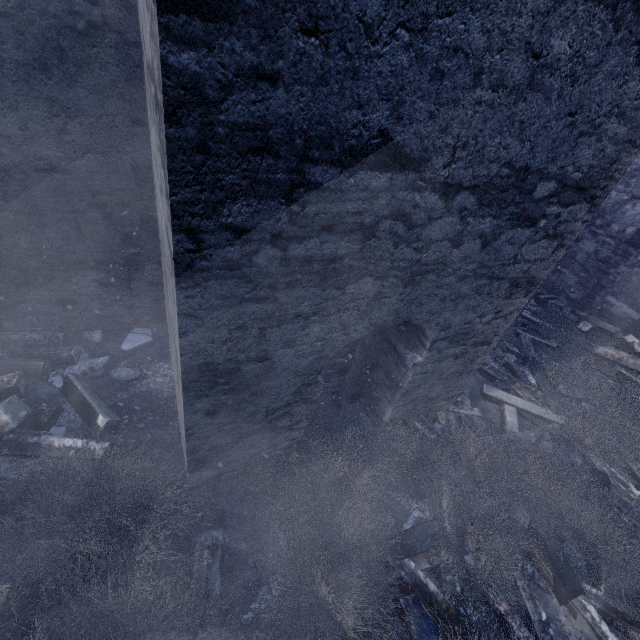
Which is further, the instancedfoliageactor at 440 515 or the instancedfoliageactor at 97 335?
the instancedfoliageactor at 97 335

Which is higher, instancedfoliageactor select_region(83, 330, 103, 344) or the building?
the building

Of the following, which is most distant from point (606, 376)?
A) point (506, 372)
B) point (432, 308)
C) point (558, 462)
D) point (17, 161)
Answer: point (17, 161)

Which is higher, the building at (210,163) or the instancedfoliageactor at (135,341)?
the building at (210,163)

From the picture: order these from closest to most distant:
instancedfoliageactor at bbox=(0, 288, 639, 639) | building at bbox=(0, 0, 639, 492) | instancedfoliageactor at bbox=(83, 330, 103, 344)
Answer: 1. building at bbox=(0, 0, 639, 492)
2. instancedfoliageactor at bbox=(0, 288, 639, 639)
3. instancedfoliageactor at bbox=(83, 330, 103, 344)

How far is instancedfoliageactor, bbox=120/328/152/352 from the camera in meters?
4.2 m
